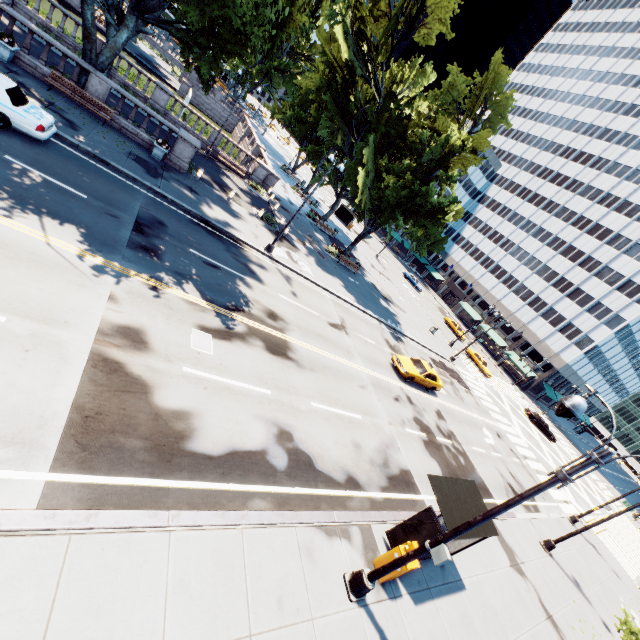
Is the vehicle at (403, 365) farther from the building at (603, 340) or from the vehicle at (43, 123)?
the building at (603, 340)

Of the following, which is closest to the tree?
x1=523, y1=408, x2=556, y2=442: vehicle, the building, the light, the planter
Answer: the building

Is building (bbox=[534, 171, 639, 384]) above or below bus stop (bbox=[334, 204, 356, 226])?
above

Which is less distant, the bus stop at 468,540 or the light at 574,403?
the light at 574,403

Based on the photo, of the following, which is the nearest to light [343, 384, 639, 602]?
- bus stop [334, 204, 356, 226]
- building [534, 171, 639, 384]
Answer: bus stop [334, 204, 356, 226]

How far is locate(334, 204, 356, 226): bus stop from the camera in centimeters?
5622cm

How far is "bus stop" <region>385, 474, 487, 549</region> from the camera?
9.4m

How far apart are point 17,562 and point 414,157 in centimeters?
3264cm
